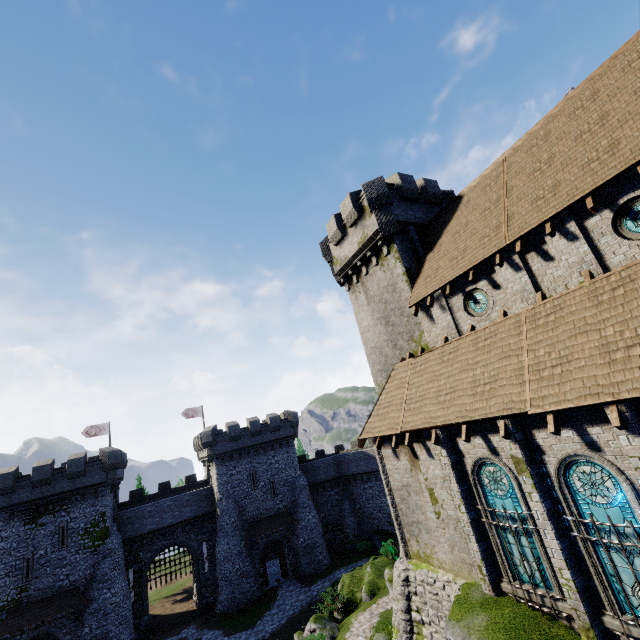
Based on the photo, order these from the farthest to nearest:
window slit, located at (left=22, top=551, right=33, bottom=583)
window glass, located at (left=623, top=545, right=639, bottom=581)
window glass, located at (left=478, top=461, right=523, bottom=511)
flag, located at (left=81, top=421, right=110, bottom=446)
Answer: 1. flag, located at (left=81, top=421, right=110, bottom=446)
2. window slit, located at (left=22, top=551, right=33, bottom=583)
3. window glass, located at (left=478, top=461, right=523, bottom=511)
4. window glass, located at (left=623, top=545, right=639, bottom=581)

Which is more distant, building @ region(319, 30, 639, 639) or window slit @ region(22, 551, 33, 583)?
window slit @ region(22, 551, 33, 583)

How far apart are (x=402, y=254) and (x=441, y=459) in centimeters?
1128cm

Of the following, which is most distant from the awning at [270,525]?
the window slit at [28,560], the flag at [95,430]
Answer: the flag at [95,430]

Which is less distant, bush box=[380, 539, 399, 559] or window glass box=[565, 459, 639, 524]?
window glass box=[565, 459, 639, 524]

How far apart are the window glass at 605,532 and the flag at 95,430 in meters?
46.1 m

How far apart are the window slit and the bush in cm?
2957

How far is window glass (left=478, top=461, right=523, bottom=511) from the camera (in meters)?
10.57
